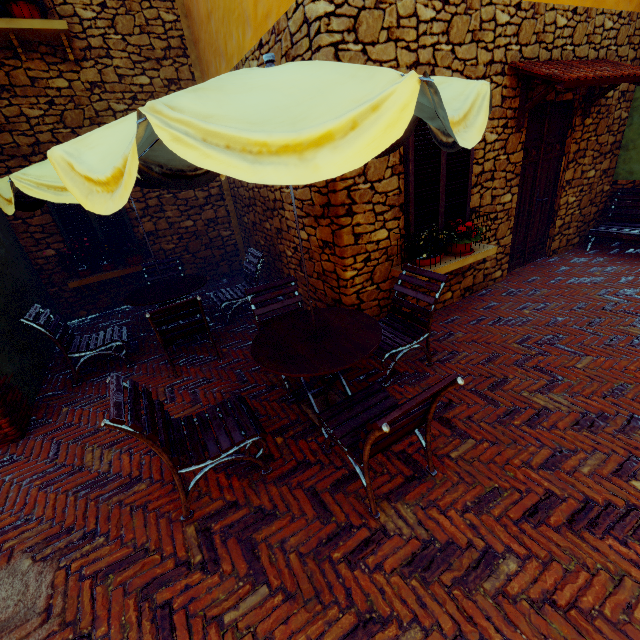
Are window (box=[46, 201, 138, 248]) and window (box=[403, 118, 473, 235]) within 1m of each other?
no

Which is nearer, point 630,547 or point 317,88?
point 317,88

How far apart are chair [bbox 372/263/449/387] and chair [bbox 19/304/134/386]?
3.2m

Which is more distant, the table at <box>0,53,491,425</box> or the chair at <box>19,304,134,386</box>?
the chair at <box>19,304,134,386</box>

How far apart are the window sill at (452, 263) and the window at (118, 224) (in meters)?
5.13

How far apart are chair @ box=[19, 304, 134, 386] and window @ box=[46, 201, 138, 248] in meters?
2.0 m

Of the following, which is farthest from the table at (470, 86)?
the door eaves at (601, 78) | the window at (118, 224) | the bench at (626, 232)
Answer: the bench at (626, 232)

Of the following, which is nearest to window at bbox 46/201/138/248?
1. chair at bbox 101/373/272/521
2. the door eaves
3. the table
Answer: the table
